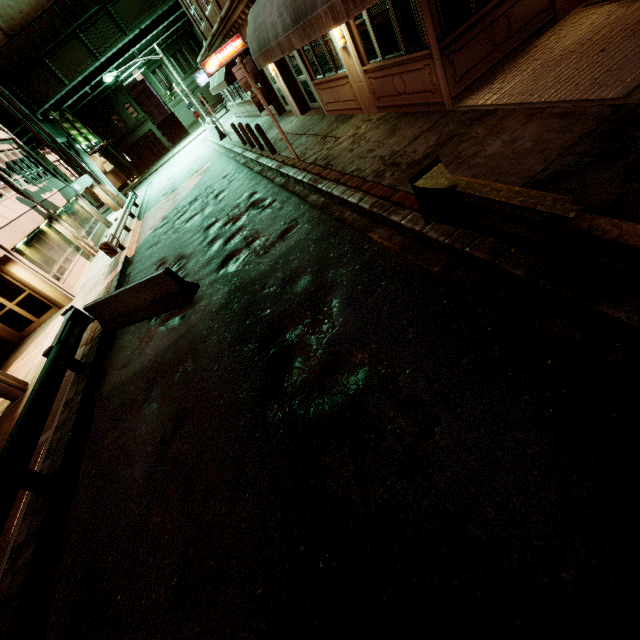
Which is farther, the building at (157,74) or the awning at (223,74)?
the building at (157,74)

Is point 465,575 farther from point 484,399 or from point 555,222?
point 555,222

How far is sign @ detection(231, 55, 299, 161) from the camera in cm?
902

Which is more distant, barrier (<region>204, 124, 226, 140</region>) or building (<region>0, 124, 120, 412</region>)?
barrier (<region>204, 124, 226, 140</region>)

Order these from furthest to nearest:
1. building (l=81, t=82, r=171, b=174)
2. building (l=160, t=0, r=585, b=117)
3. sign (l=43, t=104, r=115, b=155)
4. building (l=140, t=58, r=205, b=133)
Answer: building (l=81, t=82, r=171, b=174) → building (l=140, t=58, r=205, b=133) → sign (l=43, t=104, r=115, b=155) → building (l=160, t=0, r=585, b=117)

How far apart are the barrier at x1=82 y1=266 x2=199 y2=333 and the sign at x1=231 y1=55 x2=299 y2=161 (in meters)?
5.39

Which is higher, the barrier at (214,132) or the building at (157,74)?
the building at (157,74)

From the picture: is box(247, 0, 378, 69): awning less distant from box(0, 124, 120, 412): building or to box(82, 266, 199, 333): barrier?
box(82, 266, 199, 333): barrier
